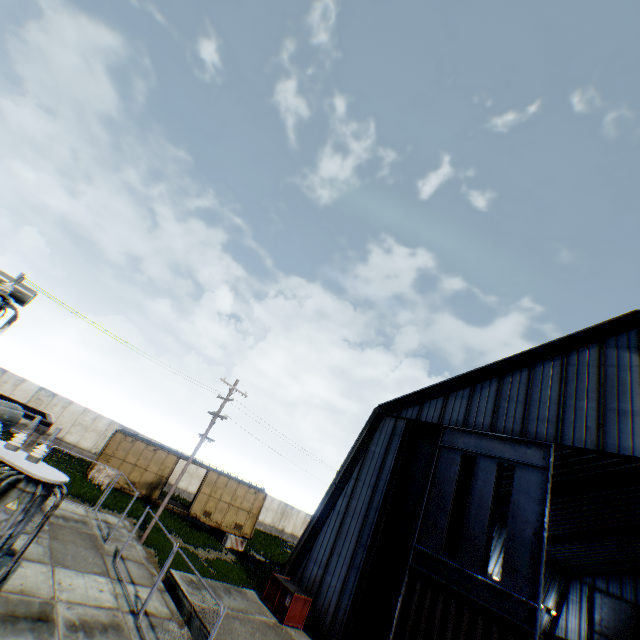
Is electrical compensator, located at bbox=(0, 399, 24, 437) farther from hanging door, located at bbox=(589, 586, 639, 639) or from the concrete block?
hanging door, located at bbox=(589, 586, 639, 639)

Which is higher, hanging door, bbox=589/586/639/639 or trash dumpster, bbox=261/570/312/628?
hanging door, bbox=589/586/639/639

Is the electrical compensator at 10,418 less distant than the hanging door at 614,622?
Yes

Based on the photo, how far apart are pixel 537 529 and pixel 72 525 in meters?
19.2

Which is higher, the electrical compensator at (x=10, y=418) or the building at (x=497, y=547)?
the building at (x=497, y=547)

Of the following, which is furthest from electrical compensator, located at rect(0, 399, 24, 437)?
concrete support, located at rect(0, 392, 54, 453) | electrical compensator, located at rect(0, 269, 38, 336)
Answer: electrical compensator, located at rect(0, 269, 38, 336)

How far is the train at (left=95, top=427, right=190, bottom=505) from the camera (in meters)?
→ 23.59

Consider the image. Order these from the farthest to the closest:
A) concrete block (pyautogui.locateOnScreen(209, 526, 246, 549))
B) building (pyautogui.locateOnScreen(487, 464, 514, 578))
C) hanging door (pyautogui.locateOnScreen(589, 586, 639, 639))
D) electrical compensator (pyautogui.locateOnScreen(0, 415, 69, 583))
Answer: hanging door (pyautogui.locateOnScreen(589, 586, 639, 639)) < building (pyautogui.locateOnScreen(487, 464, 514, 578)) < concrete block (pyautogui.locateOnScreen(209, 526, 246, 549)) < electrical compensator (pyautogui.locateOnScreen(0, 415, 69, 583))
